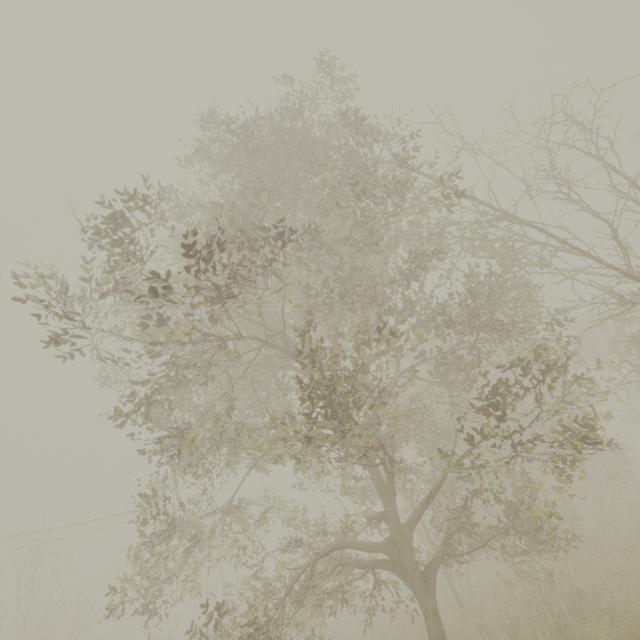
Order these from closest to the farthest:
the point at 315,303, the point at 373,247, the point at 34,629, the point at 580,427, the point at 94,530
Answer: the point at 580,427
the point at 373,247
the point at 315,303
the point at 94,530
the point at 34,629
